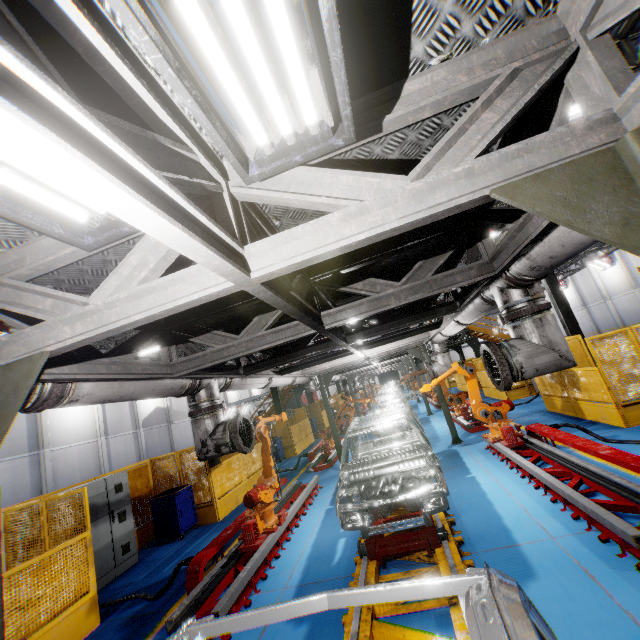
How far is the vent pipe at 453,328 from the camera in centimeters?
662cm

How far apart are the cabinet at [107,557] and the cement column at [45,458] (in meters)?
16.95

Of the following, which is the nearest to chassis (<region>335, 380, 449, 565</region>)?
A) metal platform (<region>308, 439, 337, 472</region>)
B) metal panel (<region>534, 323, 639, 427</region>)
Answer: metal platform (<region>308, 439, 337, 472</region>)

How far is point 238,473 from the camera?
11.2 meters

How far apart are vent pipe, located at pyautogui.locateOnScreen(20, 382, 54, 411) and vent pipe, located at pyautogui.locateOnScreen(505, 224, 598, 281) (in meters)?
3.69

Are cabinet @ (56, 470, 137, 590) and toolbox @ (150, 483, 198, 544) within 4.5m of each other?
yes

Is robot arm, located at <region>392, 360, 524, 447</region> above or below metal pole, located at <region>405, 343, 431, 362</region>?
below

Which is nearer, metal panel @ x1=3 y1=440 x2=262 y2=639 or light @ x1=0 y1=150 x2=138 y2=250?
light @ x1=0 y1=150 x2=138 y2=250
